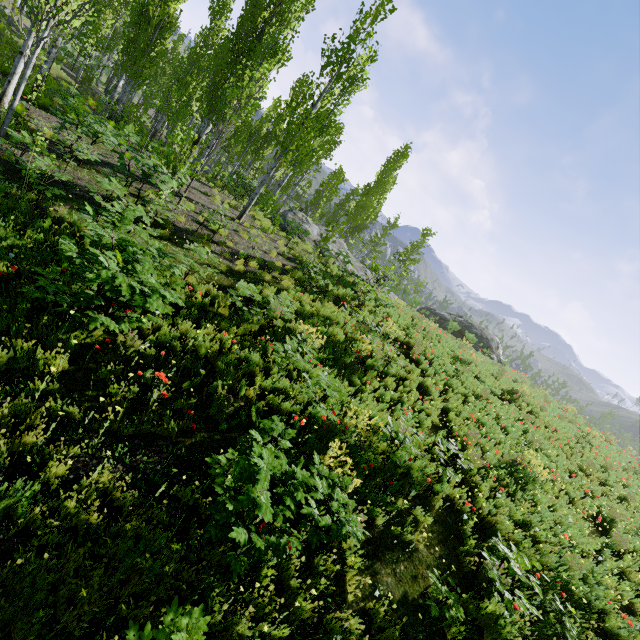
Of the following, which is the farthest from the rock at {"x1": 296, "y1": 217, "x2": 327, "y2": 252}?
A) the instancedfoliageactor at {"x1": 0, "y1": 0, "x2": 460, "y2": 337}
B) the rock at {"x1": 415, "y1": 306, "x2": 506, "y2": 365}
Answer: the rock at {"x1": 415, "y1": 306, "x2": 506, "y2": 365}

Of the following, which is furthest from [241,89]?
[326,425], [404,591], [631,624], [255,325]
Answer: [631,624]

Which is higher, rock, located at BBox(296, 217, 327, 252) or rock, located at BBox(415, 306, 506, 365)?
rock, located at BBox(415, 306, 506, 365)

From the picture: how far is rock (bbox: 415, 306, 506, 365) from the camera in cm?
3088

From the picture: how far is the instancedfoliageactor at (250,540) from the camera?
3.1m

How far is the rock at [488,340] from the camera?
30.88m

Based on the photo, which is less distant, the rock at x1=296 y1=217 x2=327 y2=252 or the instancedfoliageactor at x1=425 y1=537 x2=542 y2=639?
the instancedfoliageactor at x1=425 y1=537 x2=542 y2=639
